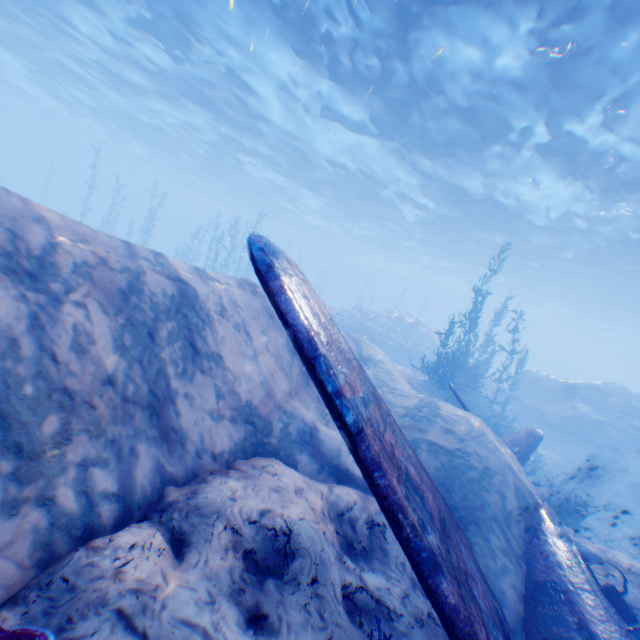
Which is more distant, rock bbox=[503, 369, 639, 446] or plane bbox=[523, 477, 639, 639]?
rock bbox=[503, 369, 639, 446]

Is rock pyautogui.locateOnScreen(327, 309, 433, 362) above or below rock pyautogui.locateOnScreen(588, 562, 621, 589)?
above

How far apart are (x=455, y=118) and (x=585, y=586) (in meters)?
15.83

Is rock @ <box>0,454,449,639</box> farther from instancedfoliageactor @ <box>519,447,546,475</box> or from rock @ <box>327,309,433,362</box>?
instancedfoliageactor @ <box>519,447,546,475</box>

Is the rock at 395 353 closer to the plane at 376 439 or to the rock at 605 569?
the rock at 605 569

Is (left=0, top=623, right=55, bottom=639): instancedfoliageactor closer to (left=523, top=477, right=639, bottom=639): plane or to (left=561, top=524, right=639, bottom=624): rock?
(left=561, top=524, right=639, bottom=624): rock

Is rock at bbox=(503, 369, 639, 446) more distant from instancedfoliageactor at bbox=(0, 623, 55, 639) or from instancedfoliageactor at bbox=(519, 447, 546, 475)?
instancedfoliageactor at bbox=(519, 447, 546, 475)

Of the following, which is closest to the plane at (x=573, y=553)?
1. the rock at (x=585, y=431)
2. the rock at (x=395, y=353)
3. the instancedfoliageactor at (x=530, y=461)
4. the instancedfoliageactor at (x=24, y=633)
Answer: the rock at (x=585, y=431)
